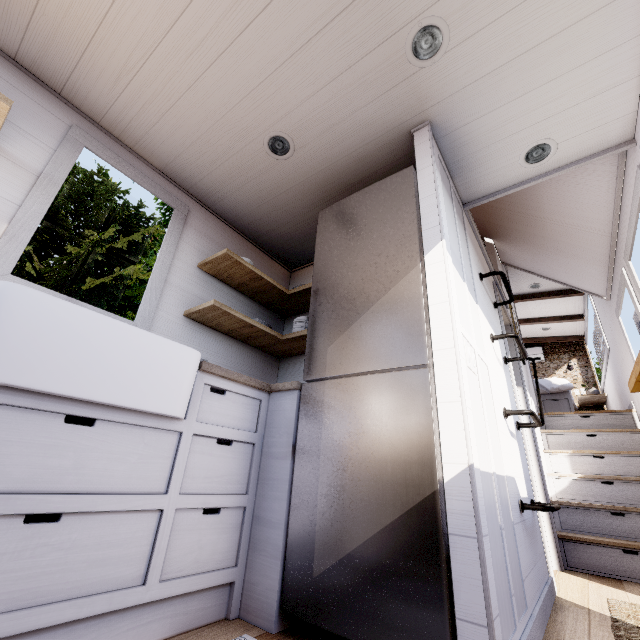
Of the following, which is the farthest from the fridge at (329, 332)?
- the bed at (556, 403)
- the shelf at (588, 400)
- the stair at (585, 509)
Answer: the shelf at (588, 400)

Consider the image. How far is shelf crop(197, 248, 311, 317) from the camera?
2.45m

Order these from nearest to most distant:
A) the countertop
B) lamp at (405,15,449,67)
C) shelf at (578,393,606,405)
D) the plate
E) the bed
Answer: the countertop
lamp at (405,15,449,67)
the plate
the bed
shelf at (578,393,606,405)

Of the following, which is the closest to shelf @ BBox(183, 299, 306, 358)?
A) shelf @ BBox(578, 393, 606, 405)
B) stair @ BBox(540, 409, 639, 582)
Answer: stair @ BBox(540, 409, 639, 582)

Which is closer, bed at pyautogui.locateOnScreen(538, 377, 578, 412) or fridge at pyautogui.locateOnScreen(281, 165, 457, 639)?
fridge at pyautogui.locateOnScreen(281, 165, 457, 639)

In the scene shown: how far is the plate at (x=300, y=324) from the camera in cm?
264

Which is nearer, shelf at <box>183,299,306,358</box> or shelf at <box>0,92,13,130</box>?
shelf at <box>0,92,13,130</box>

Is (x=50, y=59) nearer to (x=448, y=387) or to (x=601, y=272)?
(x=448, y=387)
